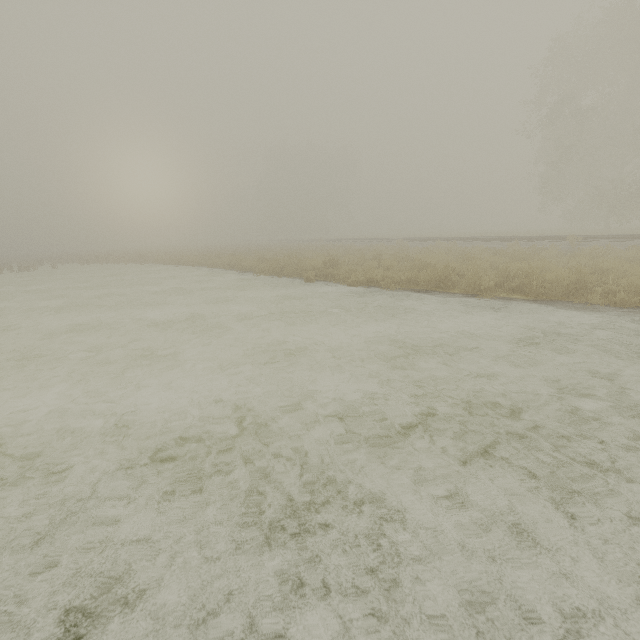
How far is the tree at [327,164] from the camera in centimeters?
5784cm

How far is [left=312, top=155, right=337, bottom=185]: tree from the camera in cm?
5784

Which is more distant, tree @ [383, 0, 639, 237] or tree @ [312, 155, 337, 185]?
tree @ [312, 155, 337, 185]

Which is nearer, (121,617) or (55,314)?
(121,617)

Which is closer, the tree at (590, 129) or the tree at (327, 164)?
the tree at (590, 129)
